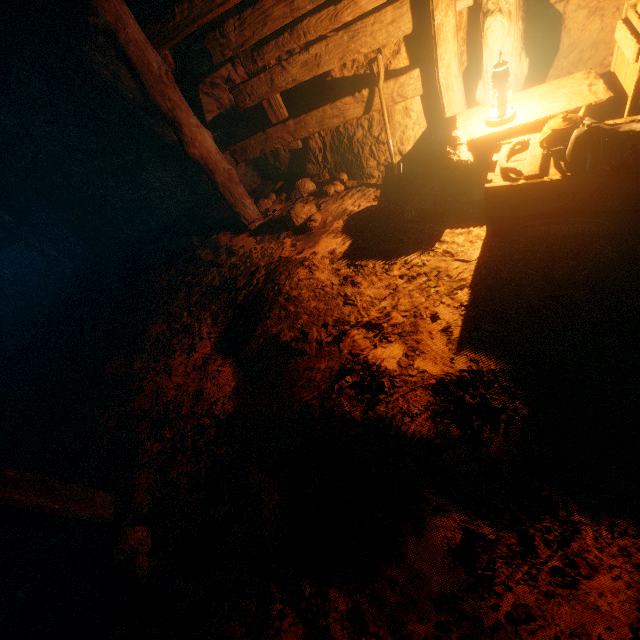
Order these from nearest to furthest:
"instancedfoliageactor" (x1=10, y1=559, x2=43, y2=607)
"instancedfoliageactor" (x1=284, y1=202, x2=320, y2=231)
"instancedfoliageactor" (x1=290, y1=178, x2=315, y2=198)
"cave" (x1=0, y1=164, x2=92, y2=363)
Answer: "instancedfoliageactor" (x1=10, y1=559, x2=43, y2=607), "instancedfoliageactor" (x1=284, y1=202, x2=320, y2=231), "instancedfoliageactor" (x1=290, y1=178, x2=315, y2=198), "cave" (x1=0, y1=164, x2=92, y2=363)

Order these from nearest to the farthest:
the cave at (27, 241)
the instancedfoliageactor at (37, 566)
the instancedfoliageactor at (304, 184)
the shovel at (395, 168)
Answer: the instancedfoliageactor at (37, 566)
the shovel at (395, 168)
the instancedfoliageactor at (304, 184)
the cave at (27, 241)

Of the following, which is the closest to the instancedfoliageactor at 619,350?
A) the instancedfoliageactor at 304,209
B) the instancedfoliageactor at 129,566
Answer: the instancedfoliageactor at 304,209

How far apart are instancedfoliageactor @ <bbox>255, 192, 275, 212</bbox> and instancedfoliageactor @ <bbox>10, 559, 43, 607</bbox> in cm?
467

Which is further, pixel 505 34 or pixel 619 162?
pixel 505 34

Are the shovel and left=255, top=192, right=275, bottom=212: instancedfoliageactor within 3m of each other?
yes

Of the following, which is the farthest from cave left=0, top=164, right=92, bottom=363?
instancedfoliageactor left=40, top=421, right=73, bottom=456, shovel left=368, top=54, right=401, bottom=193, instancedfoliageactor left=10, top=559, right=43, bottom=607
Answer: shovel left=368, top=54, right=401, bottom=193

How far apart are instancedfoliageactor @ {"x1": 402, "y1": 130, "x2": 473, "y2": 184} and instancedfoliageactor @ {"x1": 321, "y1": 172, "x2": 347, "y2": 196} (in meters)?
1.61
